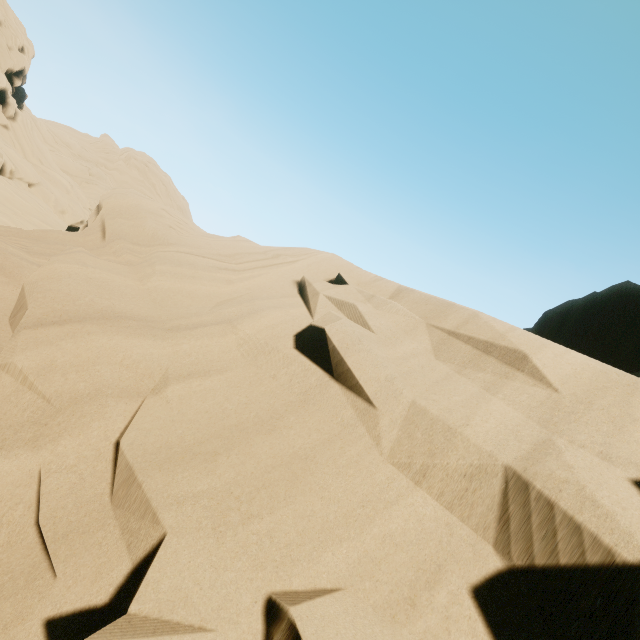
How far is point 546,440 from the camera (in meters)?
2.05
